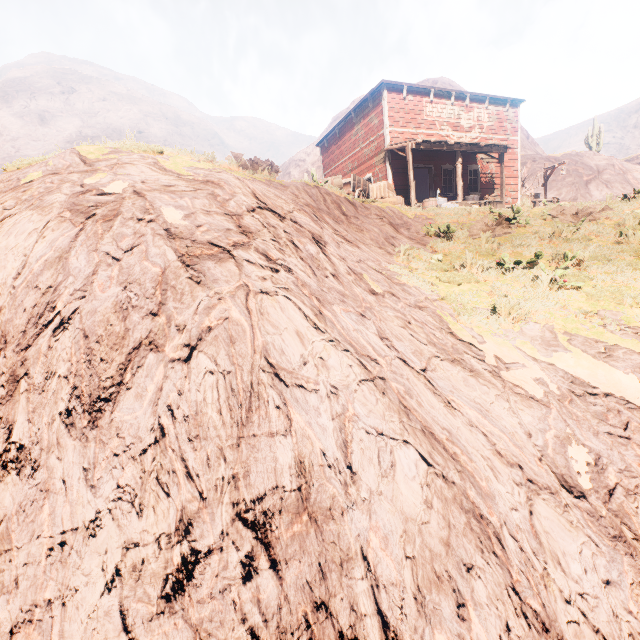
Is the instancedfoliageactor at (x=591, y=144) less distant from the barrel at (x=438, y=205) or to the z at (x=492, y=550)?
the z at (x=492, y=550)

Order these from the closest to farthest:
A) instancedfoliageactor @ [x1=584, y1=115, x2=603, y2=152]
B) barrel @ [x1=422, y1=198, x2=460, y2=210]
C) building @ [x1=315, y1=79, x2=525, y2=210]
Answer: barrel @ [x1=422, y1=198, x2=460, y2=210], building @ [x1=315, y1=79, x2=525, y2=210], instancedfoliageactor @ [x1=584, y1=115, x2=603, y2=152]

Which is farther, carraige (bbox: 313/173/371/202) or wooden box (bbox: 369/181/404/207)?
wooden box (bbox: 369/181/404/207)

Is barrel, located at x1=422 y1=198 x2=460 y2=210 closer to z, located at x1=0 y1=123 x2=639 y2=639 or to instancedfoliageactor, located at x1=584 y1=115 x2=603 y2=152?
z, located at x1=0 y1=123 x2=639 y2=639

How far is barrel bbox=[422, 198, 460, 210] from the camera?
11.3 meters

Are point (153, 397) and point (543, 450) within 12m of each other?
yes

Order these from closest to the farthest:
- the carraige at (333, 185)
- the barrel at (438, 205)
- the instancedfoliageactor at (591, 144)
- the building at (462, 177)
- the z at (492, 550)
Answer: the z at (492, 550)
the carraige at (333, 185)
the barrel at (438, 205)
the building at (462, 177)
the instancedfoliageactor at (591, 144)
